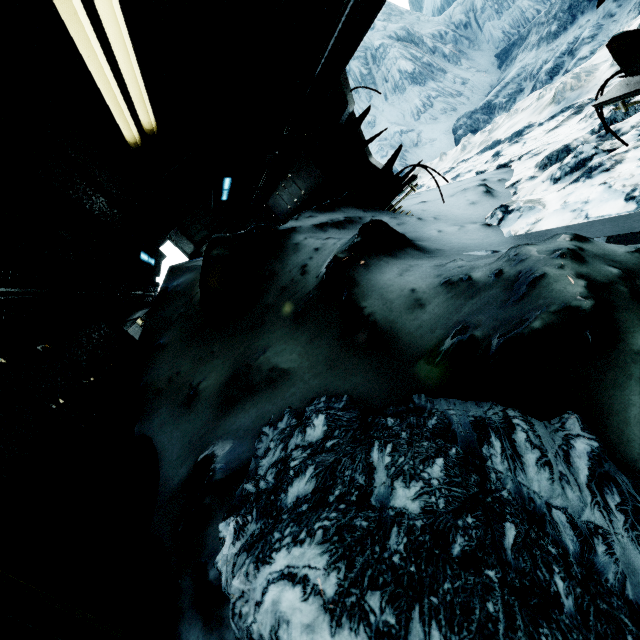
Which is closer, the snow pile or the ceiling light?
the snow pile

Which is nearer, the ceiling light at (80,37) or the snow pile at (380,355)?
the snow pile at (380,355)

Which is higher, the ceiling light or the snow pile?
the ceiling light

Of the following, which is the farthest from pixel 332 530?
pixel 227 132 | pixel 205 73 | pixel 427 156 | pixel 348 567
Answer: pixel 427 156

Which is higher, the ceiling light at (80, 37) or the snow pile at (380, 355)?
the ceiling light at (80, 37)
